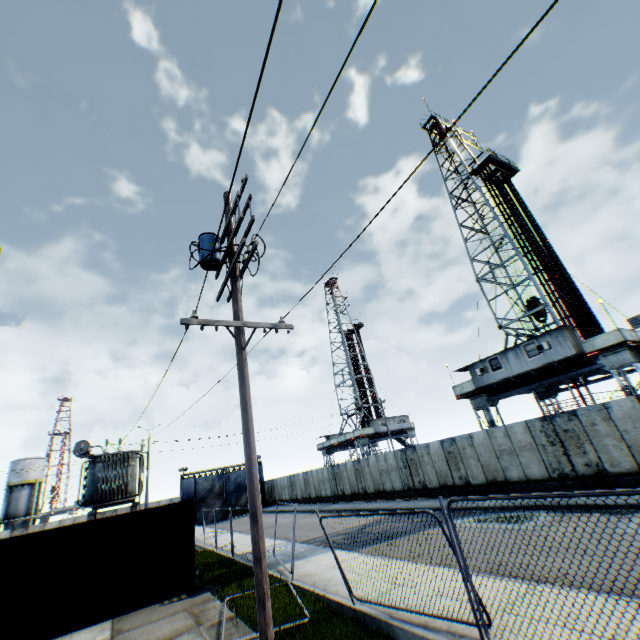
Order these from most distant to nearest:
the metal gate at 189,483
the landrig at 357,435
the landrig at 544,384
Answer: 1. the landrig at 357,435
2. the metal gate at 189,483
3. the landrig at 544,384

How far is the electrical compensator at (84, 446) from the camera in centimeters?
1894cm

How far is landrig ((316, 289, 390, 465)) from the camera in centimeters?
4394cm

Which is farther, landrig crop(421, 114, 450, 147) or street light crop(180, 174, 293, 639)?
landrig crop(421, 114, 450, 147)

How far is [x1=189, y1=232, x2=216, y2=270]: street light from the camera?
6.97m

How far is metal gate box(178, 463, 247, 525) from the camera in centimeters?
4138cm

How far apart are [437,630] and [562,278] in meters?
28.3 m

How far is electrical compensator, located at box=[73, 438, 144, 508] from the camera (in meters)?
18.94
